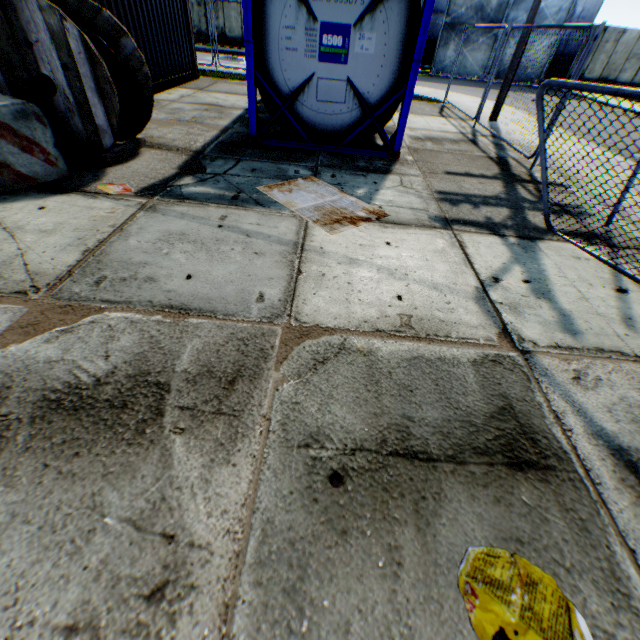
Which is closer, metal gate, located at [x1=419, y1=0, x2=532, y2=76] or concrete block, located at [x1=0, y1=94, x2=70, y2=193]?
concrete block, located at [x1=0, y1=94, x2=70, y2=193]

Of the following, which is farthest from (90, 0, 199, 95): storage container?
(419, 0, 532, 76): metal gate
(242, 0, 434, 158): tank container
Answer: (419, 0, 532, 76): metal gate

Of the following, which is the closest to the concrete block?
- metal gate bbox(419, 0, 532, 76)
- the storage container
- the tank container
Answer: the storage container

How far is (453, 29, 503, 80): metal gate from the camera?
22.27m

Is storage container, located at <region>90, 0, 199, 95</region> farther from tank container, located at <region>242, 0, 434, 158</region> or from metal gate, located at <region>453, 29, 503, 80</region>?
metal gate, located at <region>453, 29, 503, 80</region>

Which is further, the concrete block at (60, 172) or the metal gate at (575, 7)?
the metal gate at (575, 7)

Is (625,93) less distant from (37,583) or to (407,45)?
(407,45)
